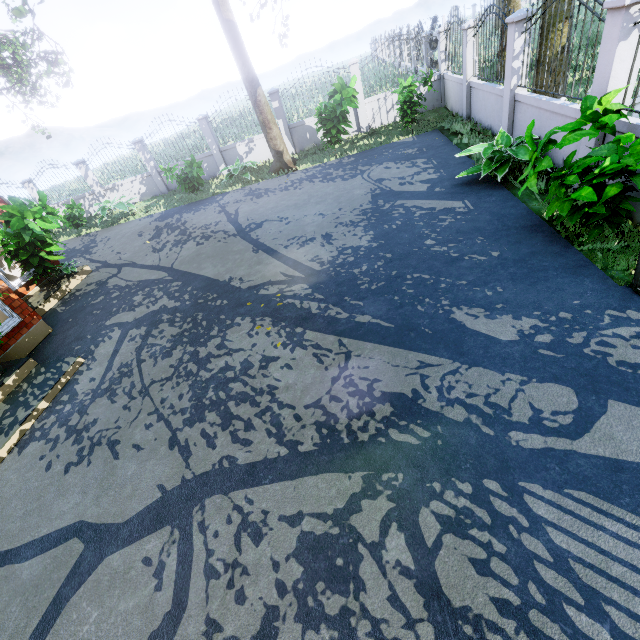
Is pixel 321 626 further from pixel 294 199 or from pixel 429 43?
pixel 429 43

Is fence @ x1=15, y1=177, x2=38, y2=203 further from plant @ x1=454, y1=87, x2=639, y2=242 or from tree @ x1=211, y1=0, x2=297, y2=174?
tree @ x1=211, y1=0, x2=297, y2=174

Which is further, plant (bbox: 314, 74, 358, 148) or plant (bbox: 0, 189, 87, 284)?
plant (bbox: 314, 74, 358, 148)

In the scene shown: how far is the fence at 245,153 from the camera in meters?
13.9

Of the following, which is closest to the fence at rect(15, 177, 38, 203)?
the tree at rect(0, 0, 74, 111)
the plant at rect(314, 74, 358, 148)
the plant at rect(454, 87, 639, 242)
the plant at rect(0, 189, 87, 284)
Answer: the plant at rect(454, 87, 639, 242)

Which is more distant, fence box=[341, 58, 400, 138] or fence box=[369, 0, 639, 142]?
fence box=[341, 58, 400, 138]

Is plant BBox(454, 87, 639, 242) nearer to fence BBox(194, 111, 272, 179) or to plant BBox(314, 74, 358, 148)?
fence BBox(194, 111, 272, 179)
